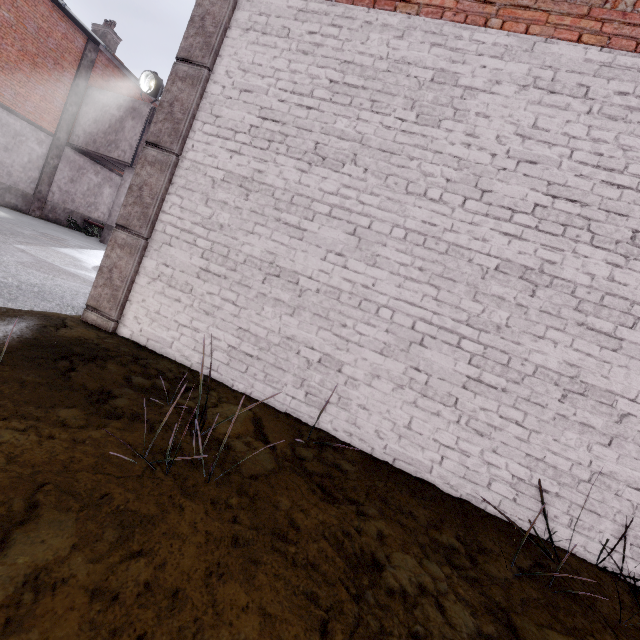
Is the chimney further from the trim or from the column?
the trim

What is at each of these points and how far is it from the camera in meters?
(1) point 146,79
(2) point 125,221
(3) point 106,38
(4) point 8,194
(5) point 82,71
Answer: (1) spotlight, 15.5 m
(2) trim, 3.7 m
(3) chimney, 17.7 m
(4) foundation, 14.8 m
(5) column, 15.6 m

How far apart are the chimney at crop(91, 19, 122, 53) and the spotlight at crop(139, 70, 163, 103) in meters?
5.5

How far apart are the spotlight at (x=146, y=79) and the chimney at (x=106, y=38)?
5.48m

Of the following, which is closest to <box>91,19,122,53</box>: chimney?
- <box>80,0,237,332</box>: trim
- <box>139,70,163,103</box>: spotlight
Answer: <box>139,70,163,103</box>: spotlight

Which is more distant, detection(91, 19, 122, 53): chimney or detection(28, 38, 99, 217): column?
detection(91, 19, 122, 53): chimney

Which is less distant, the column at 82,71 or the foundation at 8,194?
the foundation at 8,194

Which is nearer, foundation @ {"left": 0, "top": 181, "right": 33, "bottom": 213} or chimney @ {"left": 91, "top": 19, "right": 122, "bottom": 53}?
foundation @ {"left": 0, "top": 181, "right": 33, "bottom": 213}
